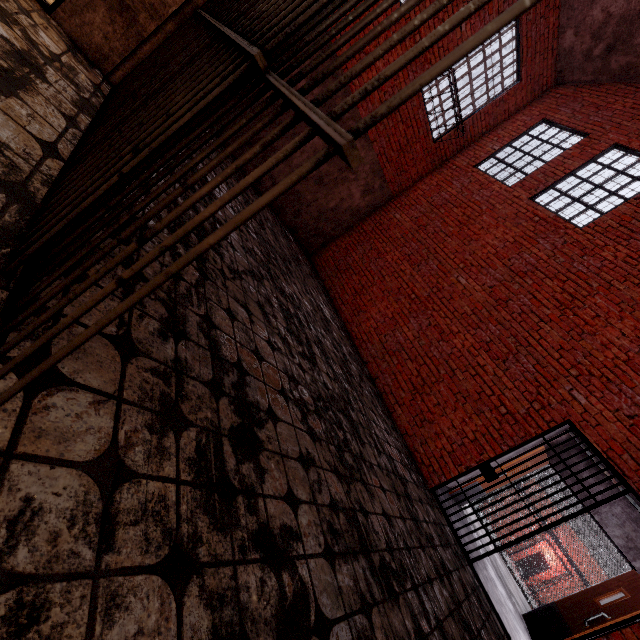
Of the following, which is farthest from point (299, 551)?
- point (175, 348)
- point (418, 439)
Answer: point (418, 439)

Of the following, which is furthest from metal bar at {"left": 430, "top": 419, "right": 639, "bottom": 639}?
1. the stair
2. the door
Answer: the stair

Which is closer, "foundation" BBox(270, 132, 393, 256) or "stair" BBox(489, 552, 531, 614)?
"stair" BBox(489, 552, 531, 614)

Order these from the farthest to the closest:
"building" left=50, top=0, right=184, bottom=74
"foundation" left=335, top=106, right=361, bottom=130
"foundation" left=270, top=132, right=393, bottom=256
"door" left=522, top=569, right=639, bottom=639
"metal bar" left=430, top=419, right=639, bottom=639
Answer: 1. "foundation" left=270, top=132, right=393, bottom=256
2. "foundation" left=335, top=106, right=361, bottom=130
3. "door" left=522, top=569, right=639, bottom=639
4. "metal bar" left=430, top=419, right=639, bottom=639
5. "building" left=50, top=0, right=184, bottom=74

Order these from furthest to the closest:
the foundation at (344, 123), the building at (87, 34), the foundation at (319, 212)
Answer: the foundation at (319, 212) < the foundation at (344, 123) < the building at (87, 34)

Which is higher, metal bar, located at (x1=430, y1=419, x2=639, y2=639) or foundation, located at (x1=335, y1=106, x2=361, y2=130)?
foundation, located at (x1=335, y1=106, x2=361, y2=130)

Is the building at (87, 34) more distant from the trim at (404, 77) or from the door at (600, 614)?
the door at (600, 614)

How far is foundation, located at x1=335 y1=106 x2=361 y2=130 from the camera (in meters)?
7.44
